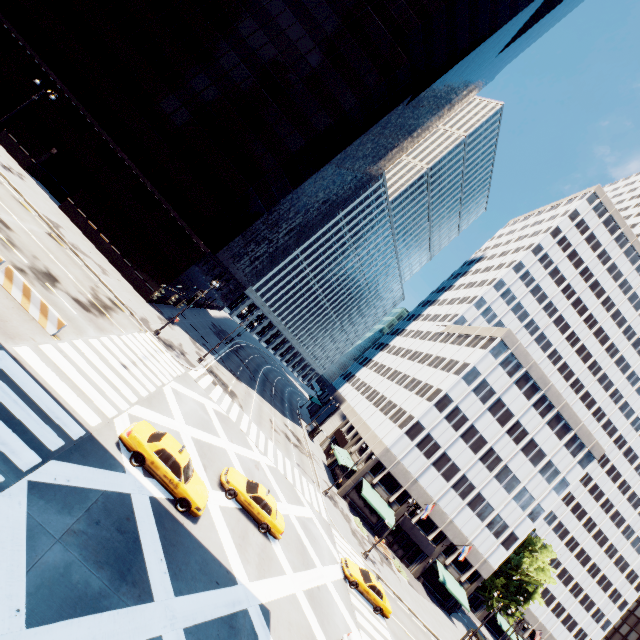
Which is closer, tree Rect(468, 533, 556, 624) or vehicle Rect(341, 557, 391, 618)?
vehicle Rect(341, 557, 391, 618)

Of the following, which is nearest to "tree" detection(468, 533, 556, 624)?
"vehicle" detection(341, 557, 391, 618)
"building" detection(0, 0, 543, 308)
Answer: "vehicle" detection(341, 557, 391, 618)

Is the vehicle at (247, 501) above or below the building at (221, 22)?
below

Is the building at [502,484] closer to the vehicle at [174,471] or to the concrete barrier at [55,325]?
the vehicle at [174,471]

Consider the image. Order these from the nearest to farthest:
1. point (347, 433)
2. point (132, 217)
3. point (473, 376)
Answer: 1. point (132, 217)
2. point (473, 376)
3. point (347, 433)

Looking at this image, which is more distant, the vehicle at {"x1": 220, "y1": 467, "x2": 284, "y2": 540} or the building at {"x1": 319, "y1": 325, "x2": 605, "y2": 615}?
the building at {"x1": 319, "y1": 325, "x2": 605, "y2": 615}

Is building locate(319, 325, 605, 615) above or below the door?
above

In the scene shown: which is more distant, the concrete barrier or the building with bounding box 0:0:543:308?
the building with bounding box 0:0:543:308
